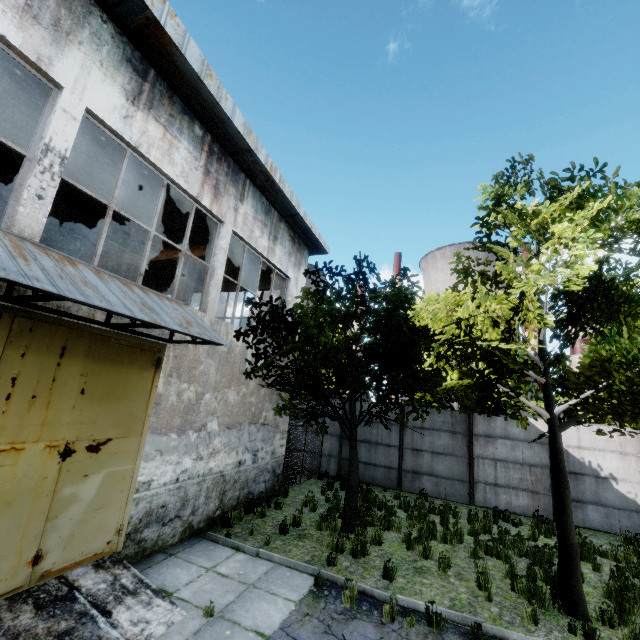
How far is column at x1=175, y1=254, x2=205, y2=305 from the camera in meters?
11.7 m

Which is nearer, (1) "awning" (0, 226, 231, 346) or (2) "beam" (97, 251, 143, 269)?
(1) "awning" (0, 226, 231, 346)

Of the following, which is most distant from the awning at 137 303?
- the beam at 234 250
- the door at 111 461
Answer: the beam at 234 250

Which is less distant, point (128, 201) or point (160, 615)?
point (160, 615)

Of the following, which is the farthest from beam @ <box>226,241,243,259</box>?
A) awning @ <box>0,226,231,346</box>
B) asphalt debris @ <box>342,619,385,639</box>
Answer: asphalt debris @ <box>342,619,385,639</box>

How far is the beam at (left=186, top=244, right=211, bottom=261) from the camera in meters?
11.7

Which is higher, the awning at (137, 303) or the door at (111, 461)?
the awning at (137, 303)
